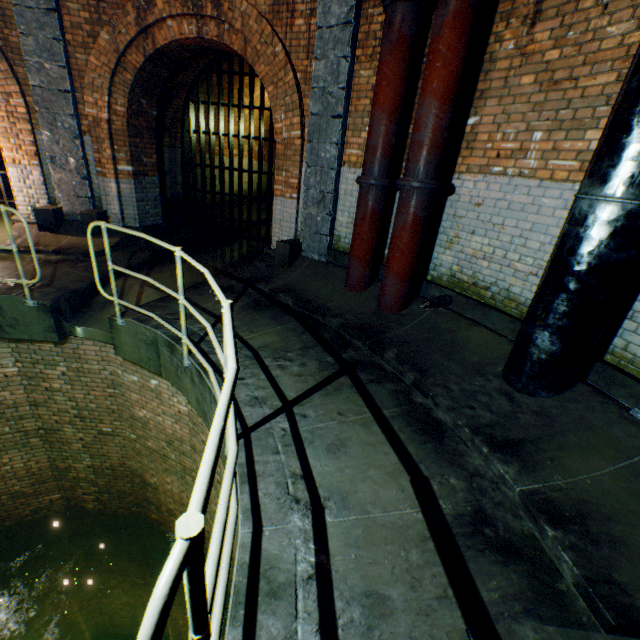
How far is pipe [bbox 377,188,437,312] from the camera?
4.2 meters

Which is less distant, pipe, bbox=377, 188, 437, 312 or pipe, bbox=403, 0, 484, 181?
pipe, bbox=403, 0, 484, 181

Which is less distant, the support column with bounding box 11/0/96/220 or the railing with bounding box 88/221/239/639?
the railing with bounding box 88/221/239/639

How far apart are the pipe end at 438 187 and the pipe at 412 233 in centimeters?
1cm

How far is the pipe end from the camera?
4.0 meters

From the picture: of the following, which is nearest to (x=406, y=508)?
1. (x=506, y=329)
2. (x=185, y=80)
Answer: (x=506, y=329)

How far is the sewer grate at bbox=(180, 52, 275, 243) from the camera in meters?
8.5

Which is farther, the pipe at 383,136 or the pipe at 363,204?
the pipe at 363,204
